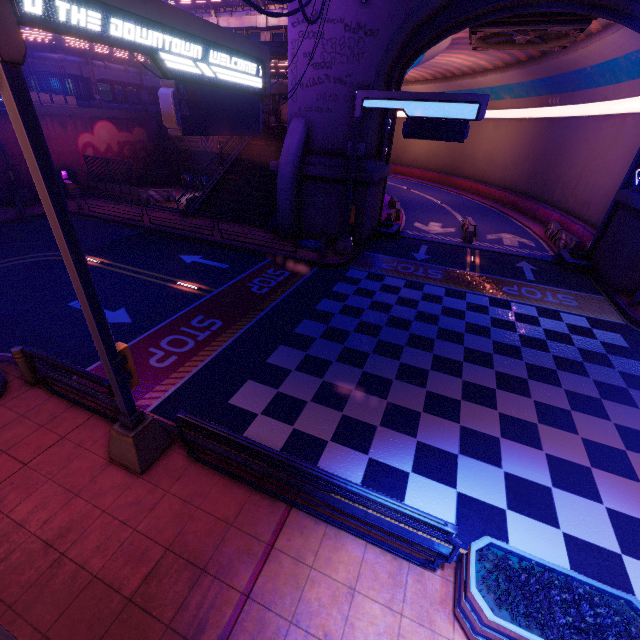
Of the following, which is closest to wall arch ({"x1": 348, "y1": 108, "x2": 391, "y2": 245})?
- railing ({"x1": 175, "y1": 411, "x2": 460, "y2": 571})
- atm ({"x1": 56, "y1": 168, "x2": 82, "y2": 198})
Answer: railing ({"x1": 175, "y1": 411, "x2": 460, "y2": 571})

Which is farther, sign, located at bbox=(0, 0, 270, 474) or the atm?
the atm

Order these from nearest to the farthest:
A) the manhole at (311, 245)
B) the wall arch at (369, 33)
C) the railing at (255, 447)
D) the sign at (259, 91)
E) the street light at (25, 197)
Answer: the sign at (259, 91) < the railing at (255, 447) < the wall arch at (369, 33) < the manhole at (311, 245) < the street light at (25, 197)

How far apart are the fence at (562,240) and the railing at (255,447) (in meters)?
21.36

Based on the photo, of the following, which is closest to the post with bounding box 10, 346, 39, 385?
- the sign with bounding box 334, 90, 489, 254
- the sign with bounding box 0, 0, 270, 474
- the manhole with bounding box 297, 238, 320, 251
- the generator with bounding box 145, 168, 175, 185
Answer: the sign with bounding box 0, 0, 270, 474

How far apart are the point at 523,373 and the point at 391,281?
6.9 meters

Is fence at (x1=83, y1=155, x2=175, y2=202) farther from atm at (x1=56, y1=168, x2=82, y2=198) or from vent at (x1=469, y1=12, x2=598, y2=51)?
vent at (x1=469, y1=12, x2=598, y2=51)

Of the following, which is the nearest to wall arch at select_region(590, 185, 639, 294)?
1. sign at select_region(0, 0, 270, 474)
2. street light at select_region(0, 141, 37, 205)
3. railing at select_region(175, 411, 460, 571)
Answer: sign at select_region(0, 0, 270, 474)
